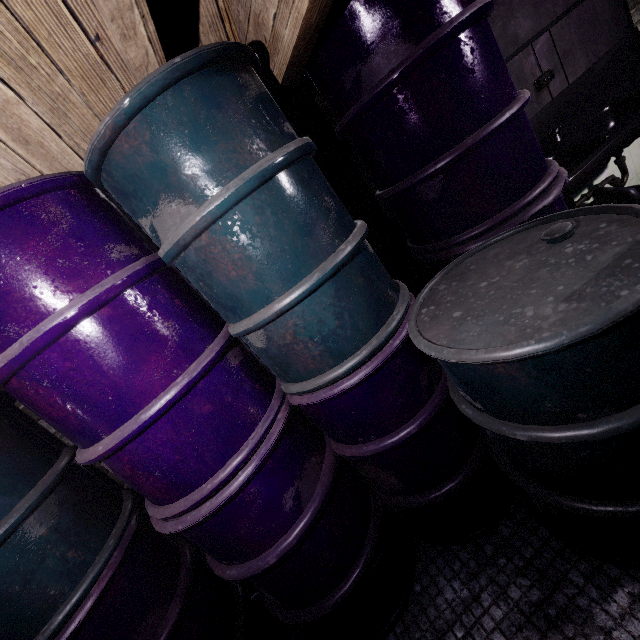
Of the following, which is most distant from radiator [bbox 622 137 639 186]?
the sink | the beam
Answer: the beam

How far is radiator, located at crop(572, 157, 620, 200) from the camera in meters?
2.2

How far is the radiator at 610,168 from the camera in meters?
2.2 m

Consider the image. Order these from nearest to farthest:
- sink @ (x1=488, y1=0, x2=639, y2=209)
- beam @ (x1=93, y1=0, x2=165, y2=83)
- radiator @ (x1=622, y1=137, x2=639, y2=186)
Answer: beam @ (x1=93, y1=0, x2=165, y2=83)
sink @ (x1=488, y1=0, x2=639, y2=209)
radiator @ (x1=622, y1=137, x2=639, y2=186)

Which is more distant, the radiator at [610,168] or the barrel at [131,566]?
the radiator at [610,168]

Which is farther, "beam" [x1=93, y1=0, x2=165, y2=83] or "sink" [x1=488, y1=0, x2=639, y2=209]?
"sink" [x1=488, y1=0, x2=639, y2=209]

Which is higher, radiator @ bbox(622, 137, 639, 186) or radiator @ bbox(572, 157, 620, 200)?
radiator @ bbox(572, 157, 620, 200)

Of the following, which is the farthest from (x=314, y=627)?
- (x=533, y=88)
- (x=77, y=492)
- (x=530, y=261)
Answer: (x=533, y=88)
